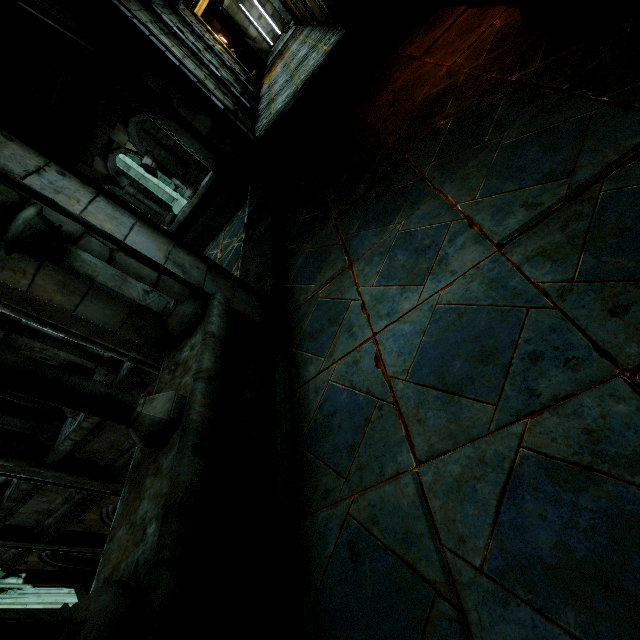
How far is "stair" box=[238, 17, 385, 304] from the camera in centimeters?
450cm

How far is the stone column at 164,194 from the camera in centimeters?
1697cm

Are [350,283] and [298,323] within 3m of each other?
yes

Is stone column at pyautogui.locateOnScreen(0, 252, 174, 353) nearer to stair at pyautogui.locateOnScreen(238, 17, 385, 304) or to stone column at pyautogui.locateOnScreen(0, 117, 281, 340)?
stone column at pyautogui.locateOnScreen(0, 117, 281, 340)

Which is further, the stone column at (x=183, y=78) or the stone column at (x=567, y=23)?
the stone column at (x=183, y=78)

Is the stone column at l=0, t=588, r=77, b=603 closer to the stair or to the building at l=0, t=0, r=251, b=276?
the building at l=0, t=0, r=251, b=276

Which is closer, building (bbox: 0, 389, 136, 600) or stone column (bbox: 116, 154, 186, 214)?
building (bbox: 0, 389, 136, 600)

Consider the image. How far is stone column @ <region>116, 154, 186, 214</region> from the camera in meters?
17.0
